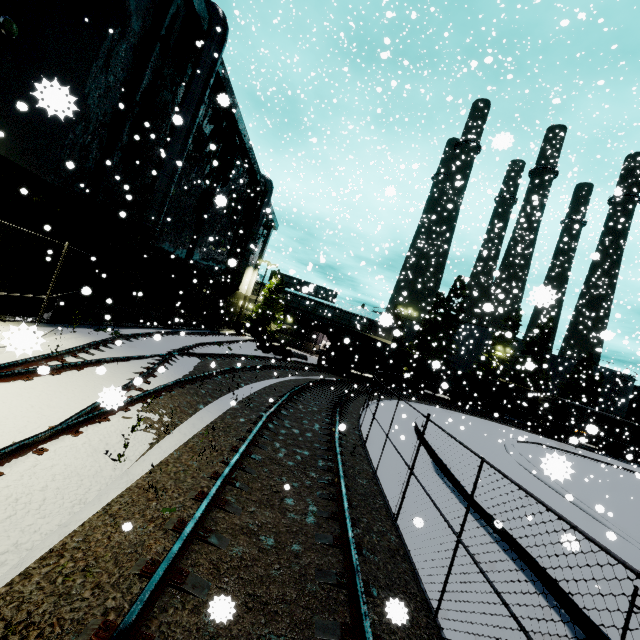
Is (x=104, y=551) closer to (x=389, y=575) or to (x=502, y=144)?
(x=389, y=575)

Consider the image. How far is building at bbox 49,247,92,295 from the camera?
12.90m

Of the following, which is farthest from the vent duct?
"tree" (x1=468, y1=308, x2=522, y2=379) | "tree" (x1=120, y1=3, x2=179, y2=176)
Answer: "tree" (x1=468, y1=308, x2=522, y2=379)

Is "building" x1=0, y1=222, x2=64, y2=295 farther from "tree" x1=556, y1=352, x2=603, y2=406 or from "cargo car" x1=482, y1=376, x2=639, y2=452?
"tree" x1=556, y1=352, x2=603, y2=406

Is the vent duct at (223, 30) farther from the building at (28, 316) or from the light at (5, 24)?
the light at (5, 24)

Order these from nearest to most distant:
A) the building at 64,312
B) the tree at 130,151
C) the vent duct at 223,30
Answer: the building at 64,312
the tree at 130,151
the vent duct at 223,30

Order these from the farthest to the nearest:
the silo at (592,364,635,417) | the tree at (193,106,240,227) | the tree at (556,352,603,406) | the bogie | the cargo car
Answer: the silo at (592,364,635,417)
the tree at (556,352,603,406)
the cargo car
the bogie
the tree at (193,106,240,227)

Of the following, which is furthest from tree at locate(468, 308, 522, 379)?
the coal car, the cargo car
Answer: the coal car
